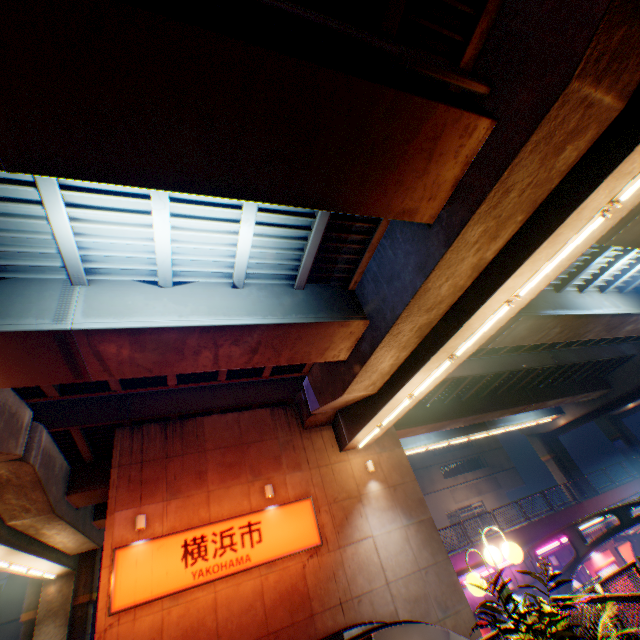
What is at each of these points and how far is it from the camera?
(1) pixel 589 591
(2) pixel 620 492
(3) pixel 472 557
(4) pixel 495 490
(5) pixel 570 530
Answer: (1) metal fence, 5.26m
(2) concrete block, 23.34m
(3) concrete block, 17.41m
(4) building, 43.66m
(5) canopy, 15.67m

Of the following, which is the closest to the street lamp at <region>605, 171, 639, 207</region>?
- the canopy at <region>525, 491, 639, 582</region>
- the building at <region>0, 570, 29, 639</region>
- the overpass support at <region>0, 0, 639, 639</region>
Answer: the overpass support at <region>0, 0, 639, 639</region>

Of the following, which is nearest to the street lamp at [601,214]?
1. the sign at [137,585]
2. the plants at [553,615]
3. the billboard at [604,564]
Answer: the plants at [553,615]

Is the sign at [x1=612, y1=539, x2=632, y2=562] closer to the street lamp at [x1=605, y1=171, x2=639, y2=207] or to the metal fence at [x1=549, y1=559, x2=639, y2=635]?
the metal fence at [x1=549, y1=559, x2=639, y2=635]

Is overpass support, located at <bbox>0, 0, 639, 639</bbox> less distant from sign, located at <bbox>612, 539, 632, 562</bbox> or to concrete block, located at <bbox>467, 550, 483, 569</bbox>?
concrete block, located at <bbox>467, 550, 483, 569</bbox>

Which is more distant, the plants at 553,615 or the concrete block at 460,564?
the concrete block at 460,564

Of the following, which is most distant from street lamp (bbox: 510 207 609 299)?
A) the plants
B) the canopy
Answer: the canopy

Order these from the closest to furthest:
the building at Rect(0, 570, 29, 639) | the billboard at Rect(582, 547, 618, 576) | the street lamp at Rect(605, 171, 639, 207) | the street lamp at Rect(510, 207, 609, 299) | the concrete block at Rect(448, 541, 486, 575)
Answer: the street lamp at Rect(605, 171, 639, 207) → the street lamp at Rect(510, 207, 609, 299) → the concrete block at Rect(448, 541, 486, 575) → the billboard at Rect(582, 547, 618, 576) → the building at Rect(0, 570, 29, 639)
